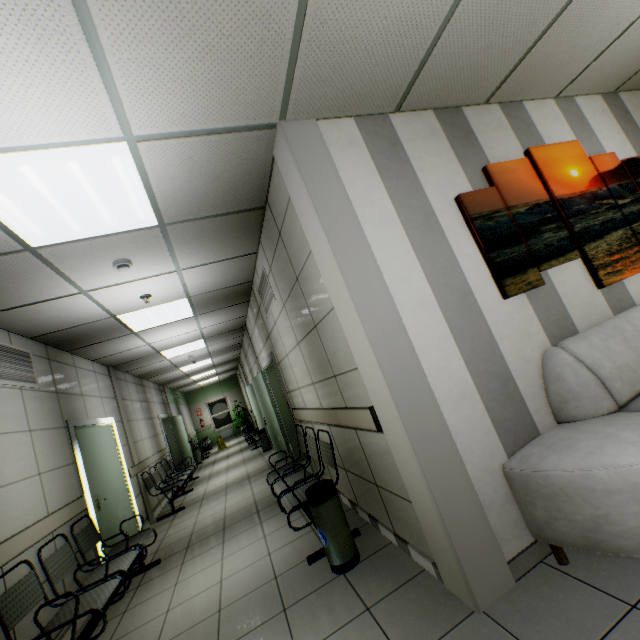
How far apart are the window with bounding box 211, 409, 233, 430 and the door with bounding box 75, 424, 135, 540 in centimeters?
1300cm

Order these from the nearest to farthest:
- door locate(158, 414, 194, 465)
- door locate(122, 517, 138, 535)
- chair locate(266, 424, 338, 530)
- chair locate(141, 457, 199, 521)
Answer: chair locate(266, 424, 338, 530) → door locate(122, 517, 138, 535) → chair locate(141, 457, 199, 521) → door locate(158, 414, 194, 465)

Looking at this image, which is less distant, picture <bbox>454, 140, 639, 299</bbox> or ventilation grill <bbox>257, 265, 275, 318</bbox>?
picture <bbox>454, 140, 639, 299</bbox>

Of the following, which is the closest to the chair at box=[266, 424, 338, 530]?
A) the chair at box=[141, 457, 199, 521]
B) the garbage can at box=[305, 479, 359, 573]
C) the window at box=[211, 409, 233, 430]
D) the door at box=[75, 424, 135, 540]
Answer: the garbage can at box=[305, 479, 359, 573]

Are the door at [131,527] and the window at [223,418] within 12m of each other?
no

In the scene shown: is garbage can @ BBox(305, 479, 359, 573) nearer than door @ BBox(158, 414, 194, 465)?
Yes

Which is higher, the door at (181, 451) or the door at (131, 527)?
the door at (181, 451)

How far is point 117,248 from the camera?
3.00m
